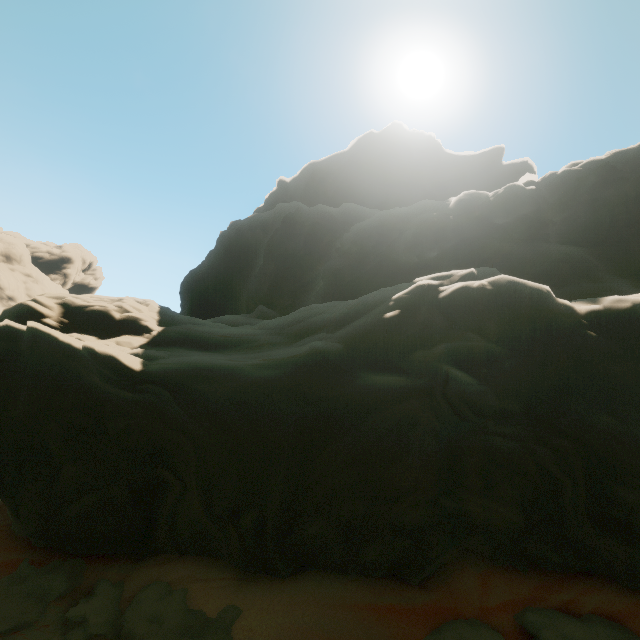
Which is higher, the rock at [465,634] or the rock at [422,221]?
the rock at [422,221]

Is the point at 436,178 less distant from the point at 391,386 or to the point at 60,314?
the point at 391,386

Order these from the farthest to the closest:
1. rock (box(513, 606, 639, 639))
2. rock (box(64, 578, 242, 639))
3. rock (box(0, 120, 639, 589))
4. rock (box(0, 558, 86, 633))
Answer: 1. rock (box(0, 558, 86, 633))
2. rock (box(0, 120, 639, 589))
3. rock (box(64, 578, 242, 639))
4. rock (box(513, 606, 639, 639))

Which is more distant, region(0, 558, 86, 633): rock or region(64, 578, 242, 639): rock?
region(0, 558, 86, 633): rock

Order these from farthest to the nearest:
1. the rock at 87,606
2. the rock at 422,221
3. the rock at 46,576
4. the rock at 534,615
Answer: the rock at 46,576
the rock at 422,221
the rock at 87,606
the rock at 534,615

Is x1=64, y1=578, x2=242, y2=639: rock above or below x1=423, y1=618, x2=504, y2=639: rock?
below
